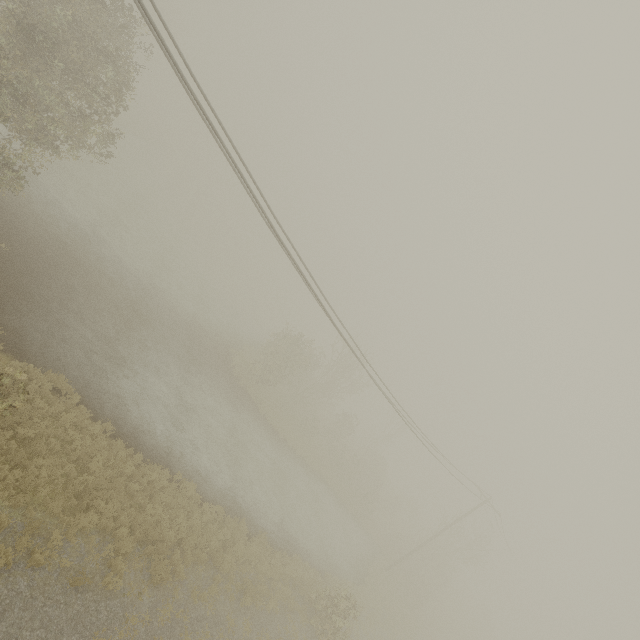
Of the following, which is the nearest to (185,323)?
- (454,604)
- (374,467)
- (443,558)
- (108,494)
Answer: (108,494)
